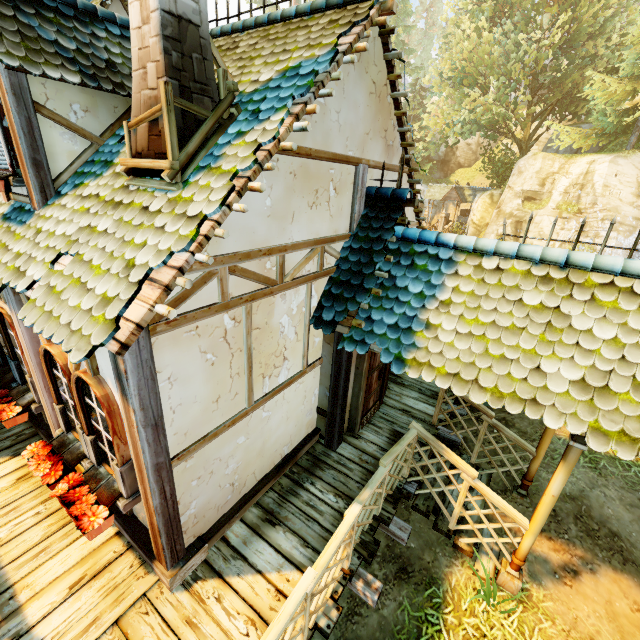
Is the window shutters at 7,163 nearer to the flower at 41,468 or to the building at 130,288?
the building at 130,288

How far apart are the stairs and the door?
1.2m

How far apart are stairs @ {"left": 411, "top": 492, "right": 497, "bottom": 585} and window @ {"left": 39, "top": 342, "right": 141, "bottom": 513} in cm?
402

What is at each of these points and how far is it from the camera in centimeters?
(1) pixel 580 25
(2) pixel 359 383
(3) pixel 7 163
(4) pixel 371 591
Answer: (1) tree, 2130cm
(2) doorway, 559cm
(3) window shutters, 410cm
(4) wooden platform, 379cm

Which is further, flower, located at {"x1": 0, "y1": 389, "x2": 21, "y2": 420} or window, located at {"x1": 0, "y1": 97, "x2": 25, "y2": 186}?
flower, located at {"x1": 0, "y1": 389, "x2": 21, "y2": 420}

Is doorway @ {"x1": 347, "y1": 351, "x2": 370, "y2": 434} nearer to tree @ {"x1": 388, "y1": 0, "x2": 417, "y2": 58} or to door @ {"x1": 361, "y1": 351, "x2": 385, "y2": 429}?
door @ {"x1": 361, "y1": 351, "x2": 385, "y2": 429}

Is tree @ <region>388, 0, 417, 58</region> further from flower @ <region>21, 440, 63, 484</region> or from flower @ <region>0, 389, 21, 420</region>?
flower @ <region>0, 389, 21, 420</region>

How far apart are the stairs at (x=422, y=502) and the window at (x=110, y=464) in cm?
402
